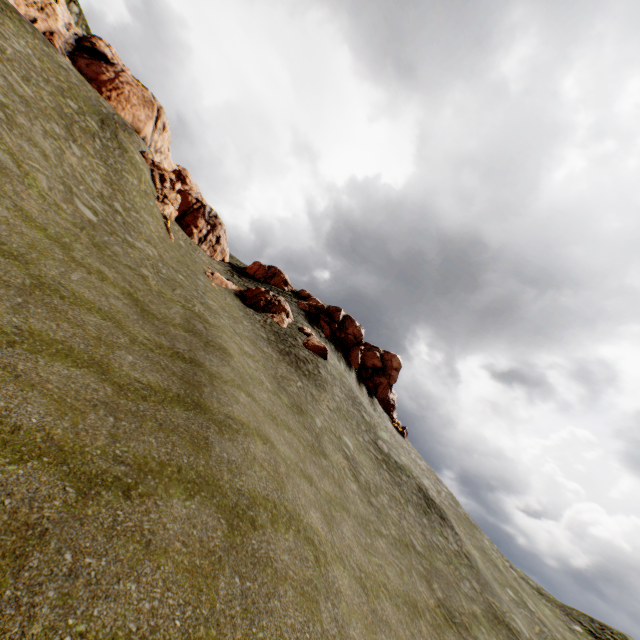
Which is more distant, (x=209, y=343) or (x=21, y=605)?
(x=209, y=343)

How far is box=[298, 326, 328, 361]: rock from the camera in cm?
3052

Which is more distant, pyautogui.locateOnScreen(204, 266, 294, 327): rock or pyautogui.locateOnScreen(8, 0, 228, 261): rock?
pyautogui.locateOnScreen(204, 266, 294, 327): rock

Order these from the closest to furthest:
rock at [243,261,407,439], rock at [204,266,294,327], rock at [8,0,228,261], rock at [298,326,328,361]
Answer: rock at [298,326,328,361]
rock at [8,0,228,261]
rock at [204,266,294,327]
rock at [243,261,407,439]

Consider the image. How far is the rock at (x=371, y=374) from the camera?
41.5m

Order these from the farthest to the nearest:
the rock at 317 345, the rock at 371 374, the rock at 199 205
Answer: the rock at 371 374 → the rock at 199 205 → the rock at 317 345
